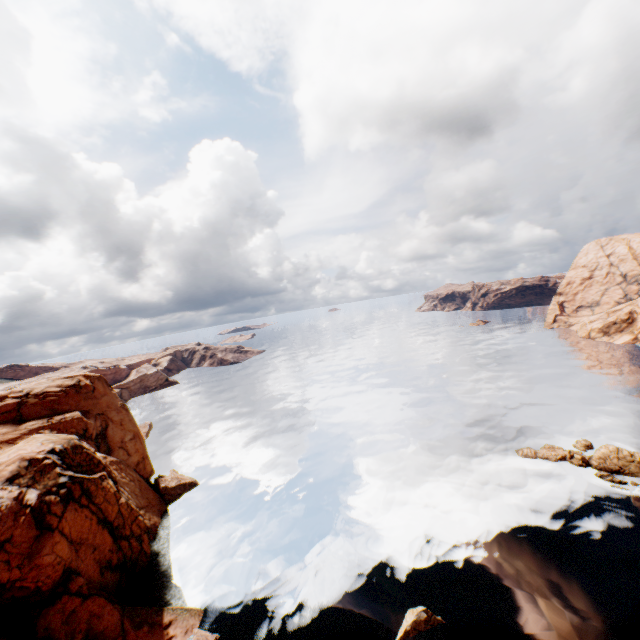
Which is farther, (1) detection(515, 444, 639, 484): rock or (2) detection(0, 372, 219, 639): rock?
(1) detection(515, 444, 639, 484): rock

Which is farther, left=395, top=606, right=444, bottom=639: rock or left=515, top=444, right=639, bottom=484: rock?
left=515, top=444, right=639, bottom=484: rock

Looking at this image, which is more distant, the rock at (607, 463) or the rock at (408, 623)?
the rock at (607, 463)

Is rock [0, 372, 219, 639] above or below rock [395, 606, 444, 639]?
above

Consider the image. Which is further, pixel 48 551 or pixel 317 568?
pixel 317 568

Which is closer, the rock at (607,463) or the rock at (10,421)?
the rock at (10,421)
